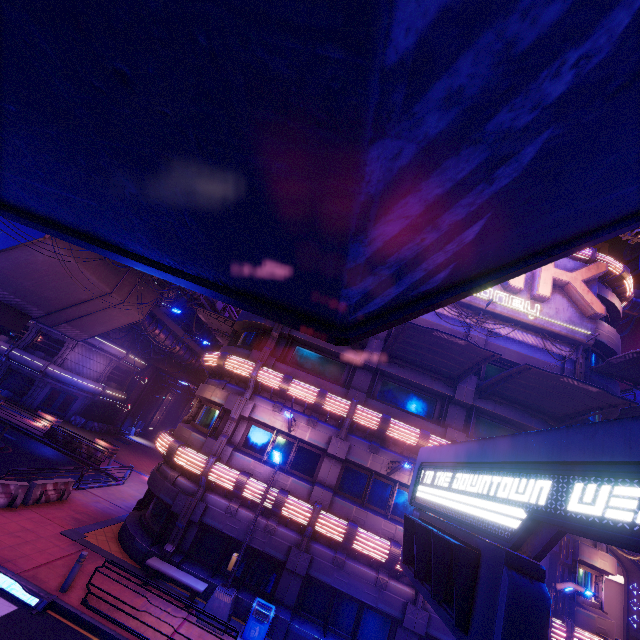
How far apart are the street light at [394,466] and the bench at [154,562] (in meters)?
8.37

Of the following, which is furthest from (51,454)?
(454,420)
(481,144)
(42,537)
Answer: (481,144)

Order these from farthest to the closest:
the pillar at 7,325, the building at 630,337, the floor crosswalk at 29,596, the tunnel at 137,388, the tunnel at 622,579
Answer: the building at 630,337 < the tunnel at 137,388 < the tunnel at 622,579 < the pillar at 7,325 < the floor crosswalk at 29,596

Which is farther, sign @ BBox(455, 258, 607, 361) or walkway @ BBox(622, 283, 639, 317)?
walkway @ BBox(622, 283, 639, 317)

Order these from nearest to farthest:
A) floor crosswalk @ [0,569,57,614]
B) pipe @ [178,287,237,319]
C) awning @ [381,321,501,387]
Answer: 1. floor crosswalk @ [0,569,57,614]
2. awning @ [381,321,501,387]
3. pipe @ [178,287,237,319]

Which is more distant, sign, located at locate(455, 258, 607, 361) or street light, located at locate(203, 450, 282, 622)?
sign, located at locate(455, 258, 607, 361)

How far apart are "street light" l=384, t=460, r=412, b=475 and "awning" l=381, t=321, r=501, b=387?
4.52m

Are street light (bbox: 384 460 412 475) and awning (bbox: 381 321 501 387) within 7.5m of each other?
yes
